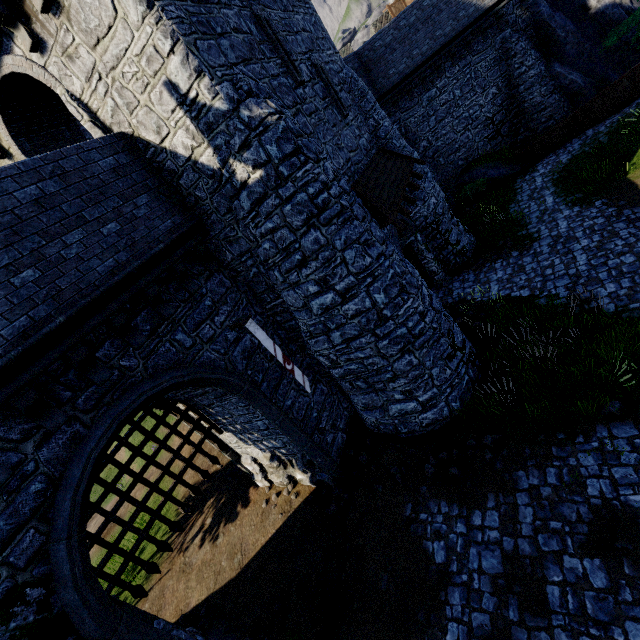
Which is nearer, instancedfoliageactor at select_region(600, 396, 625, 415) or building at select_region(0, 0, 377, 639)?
building at select_region(0, 0, 377, 639)

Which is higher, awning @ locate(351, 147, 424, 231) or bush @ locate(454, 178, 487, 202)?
awning @ locate(351, 147, 424, 231)

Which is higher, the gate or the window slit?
the window slit

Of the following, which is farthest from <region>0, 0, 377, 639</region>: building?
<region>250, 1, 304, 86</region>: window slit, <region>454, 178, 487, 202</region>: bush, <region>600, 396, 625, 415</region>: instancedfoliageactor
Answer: <region>454, 178, 487, 202</region>: bush

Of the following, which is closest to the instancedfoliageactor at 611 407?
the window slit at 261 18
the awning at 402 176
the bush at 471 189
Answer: the awning at 402 176

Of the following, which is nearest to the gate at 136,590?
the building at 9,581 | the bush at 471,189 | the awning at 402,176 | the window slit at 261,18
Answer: the building at 9,581

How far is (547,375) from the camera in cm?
862
